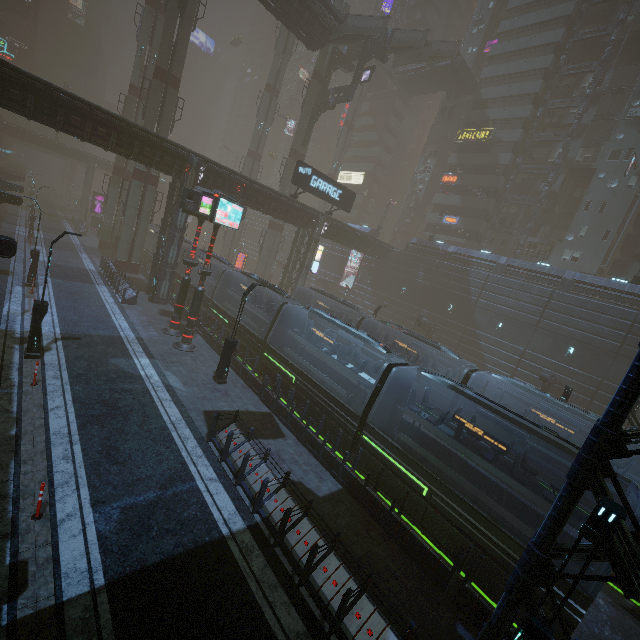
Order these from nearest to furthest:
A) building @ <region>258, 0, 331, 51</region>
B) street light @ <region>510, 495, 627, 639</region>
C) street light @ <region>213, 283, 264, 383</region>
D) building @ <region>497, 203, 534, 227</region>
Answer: street light @ <region>510, 495, 627, 639</region> → street light @ <region>213, 283, 264, 383</region> → building @ <region>258, 0, 331, 51</region> → building @ <region>497, 203, 534, 227</region>

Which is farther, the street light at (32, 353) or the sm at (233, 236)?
the sm at (233, 236)

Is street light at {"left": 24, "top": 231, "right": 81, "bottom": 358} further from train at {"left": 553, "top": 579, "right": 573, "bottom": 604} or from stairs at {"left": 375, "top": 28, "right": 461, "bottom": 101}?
stairs at {"left": 375, "top": 28, "right": 461, "bottom": 101}

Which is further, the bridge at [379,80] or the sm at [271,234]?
the bridge at [379,80]

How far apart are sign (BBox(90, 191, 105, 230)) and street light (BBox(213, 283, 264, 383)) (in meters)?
50.15

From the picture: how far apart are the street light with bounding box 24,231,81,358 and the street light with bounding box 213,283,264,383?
7.07m

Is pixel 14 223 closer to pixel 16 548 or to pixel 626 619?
pixel 16 548

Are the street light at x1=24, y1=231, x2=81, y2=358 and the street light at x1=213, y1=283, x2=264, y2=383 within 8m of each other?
yes
